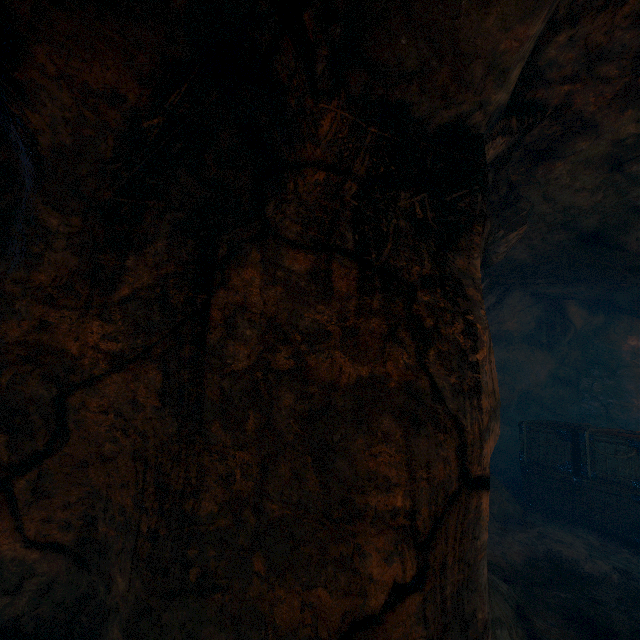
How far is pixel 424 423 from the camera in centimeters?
215cm

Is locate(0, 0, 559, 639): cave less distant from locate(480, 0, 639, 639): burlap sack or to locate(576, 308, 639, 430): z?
locate(480, 0, 639, 639): burlap sack

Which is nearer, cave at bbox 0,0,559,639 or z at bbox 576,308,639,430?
cave at bbox 0,0,559,639

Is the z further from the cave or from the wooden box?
the cave

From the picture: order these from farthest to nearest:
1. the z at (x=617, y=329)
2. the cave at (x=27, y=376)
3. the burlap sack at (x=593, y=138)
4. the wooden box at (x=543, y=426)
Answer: the z at (x=617, y=329), the wooden box at (x=543, y=426), the burlap sack at (x=593, y=138), the cave at (x=27, y=376)

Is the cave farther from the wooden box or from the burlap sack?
the wooden box

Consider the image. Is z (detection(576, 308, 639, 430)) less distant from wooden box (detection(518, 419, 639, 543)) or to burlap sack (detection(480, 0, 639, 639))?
burlap sack (detection(480, 0, 639, 639))

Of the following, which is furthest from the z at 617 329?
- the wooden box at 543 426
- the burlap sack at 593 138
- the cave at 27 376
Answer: the cave at 27 376
